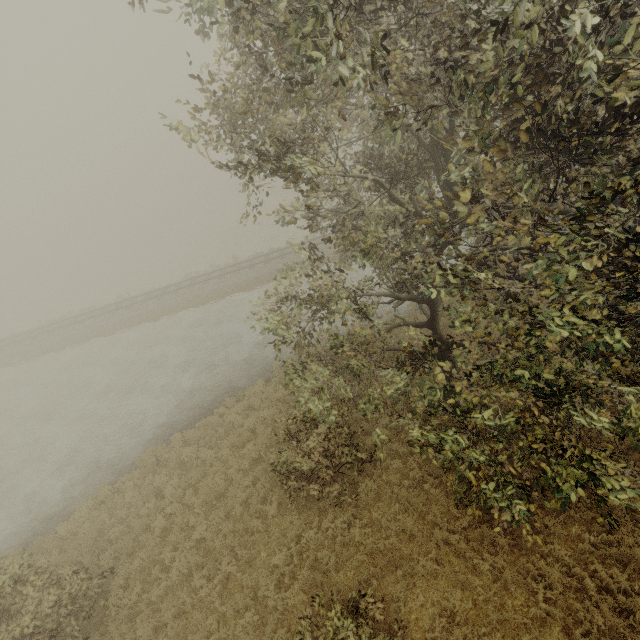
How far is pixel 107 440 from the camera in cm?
1608
